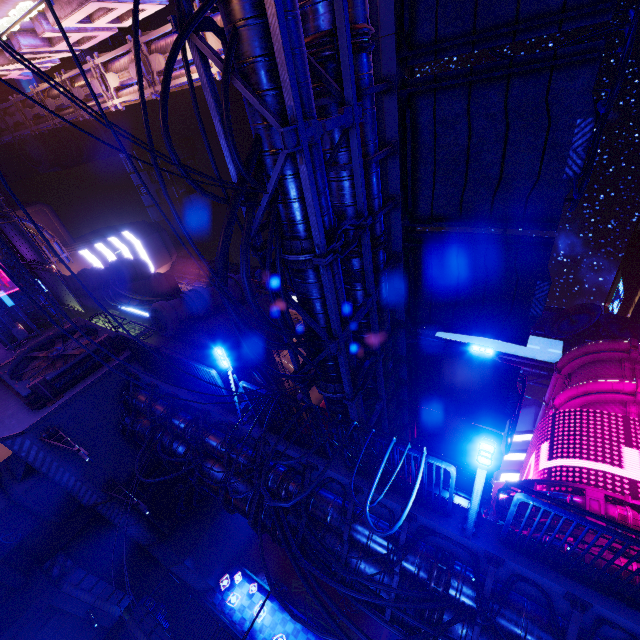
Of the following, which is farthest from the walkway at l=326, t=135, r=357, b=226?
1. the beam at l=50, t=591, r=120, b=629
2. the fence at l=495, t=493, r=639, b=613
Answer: the beam at l=50, t=591, r=120, b=629

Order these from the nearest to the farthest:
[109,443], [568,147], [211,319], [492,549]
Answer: [492,549] < [568,147] < [109,443] < [211,319]

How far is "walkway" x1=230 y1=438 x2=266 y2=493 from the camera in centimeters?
1059cm

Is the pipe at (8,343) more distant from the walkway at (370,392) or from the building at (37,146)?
the walkway at (370,392)

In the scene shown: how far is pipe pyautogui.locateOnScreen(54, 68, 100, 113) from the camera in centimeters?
2278cm

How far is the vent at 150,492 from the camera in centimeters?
1838cm

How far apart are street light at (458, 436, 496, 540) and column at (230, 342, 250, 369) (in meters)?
20.87
